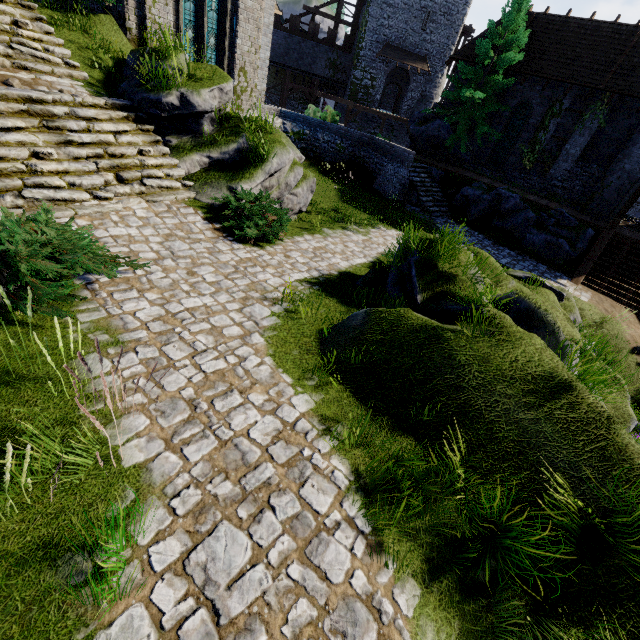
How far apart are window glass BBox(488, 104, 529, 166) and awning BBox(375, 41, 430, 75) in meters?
17.2 m

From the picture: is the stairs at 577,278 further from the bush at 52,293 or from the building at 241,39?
the building at 241,39

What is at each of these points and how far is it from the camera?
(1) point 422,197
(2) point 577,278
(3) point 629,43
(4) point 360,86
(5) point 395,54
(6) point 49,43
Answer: (1) stairs, 18.0m
(2) stairs, 14.7m
(3) building, 18.0m
(4) building, 35.1m
(5) awning, 33.3m
(6) stairs, 8.7m

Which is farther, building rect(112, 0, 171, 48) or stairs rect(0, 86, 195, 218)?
building rect(112, 0, 171, 48)

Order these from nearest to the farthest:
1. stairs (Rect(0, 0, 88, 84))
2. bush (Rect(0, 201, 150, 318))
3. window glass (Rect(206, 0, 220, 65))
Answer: bush (Rect(0, 201, 150, 318)) → stairs (Rect(0, 0, 88, 84)) → window glass (Rect(206, 0, 220, 65))

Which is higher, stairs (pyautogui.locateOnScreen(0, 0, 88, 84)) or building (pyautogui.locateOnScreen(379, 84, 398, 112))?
building (pyautogui.locateOnScreen(379, 84, 398, 112))

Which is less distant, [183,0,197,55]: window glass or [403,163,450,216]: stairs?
[183,0,197,55]: window glass

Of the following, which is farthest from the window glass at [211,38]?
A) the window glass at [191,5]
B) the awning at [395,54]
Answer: the awning at [395,54]
